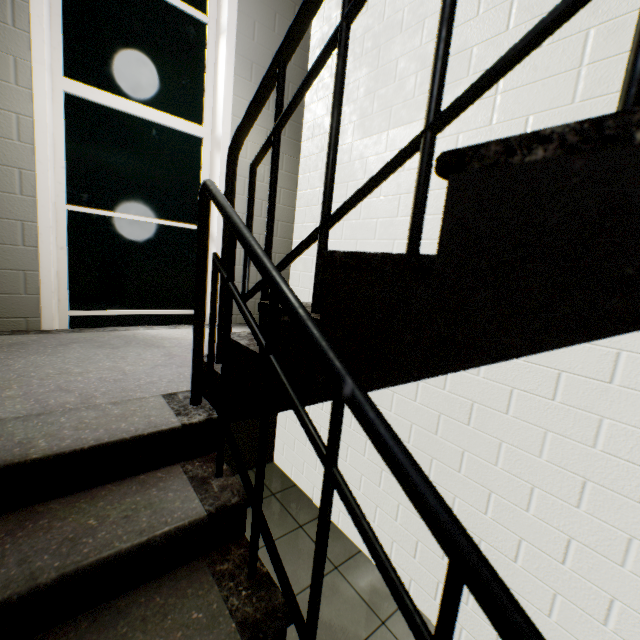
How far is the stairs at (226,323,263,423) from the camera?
1.1m

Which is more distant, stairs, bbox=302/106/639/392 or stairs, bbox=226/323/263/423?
stairs, bbox=226/323/263/423

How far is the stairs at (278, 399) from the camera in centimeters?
96cm

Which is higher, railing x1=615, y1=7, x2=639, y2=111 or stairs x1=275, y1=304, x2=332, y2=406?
railing x1=615, y1=7, x2=639, y2=111

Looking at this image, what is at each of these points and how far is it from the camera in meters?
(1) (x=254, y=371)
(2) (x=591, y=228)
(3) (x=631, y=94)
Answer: (1) stairs, 1.1
(2) stairs, 0.4
(3) railing, 0.4

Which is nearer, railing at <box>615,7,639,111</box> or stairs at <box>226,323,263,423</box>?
railing at <box>615,7,639,111</box>
